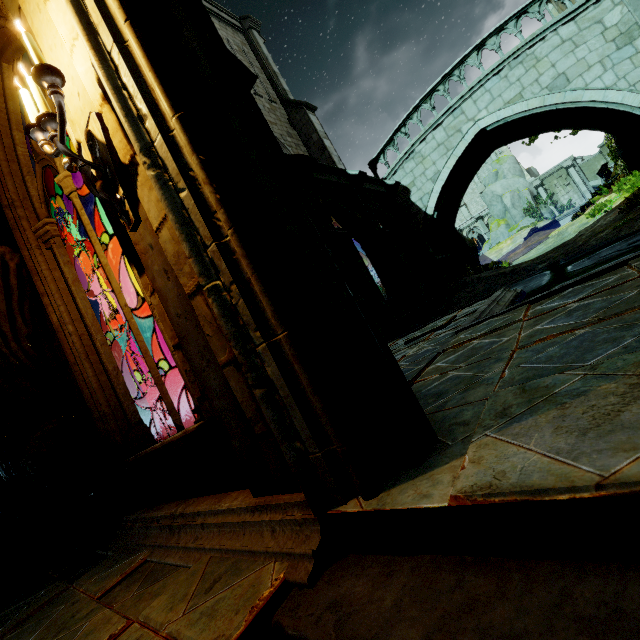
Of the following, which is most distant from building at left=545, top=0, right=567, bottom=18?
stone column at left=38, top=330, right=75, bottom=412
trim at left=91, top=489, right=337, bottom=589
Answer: stone column at left=38, top=330, right=75, bottom=412

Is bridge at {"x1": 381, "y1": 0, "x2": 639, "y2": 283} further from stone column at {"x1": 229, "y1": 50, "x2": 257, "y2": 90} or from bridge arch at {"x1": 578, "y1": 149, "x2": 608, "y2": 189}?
bridge arch at {"x1": 578, "y1": 149, "x2": 608, "y2": 189}

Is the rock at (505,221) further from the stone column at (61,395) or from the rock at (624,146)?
the stone column at (61,395)

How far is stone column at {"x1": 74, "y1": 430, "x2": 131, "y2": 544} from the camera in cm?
332

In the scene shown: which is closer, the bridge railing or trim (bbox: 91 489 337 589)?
trim (bbox: 91 489 337 589)

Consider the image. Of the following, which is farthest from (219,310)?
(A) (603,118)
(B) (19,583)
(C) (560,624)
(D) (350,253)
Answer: (A) (603,118)

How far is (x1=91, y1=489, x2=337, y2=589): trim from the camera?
1.2 meters

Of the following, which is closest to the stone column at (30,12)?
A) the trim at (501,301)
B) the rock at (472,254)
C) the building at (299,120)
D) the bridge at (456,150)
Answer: the trim at (501,301)
